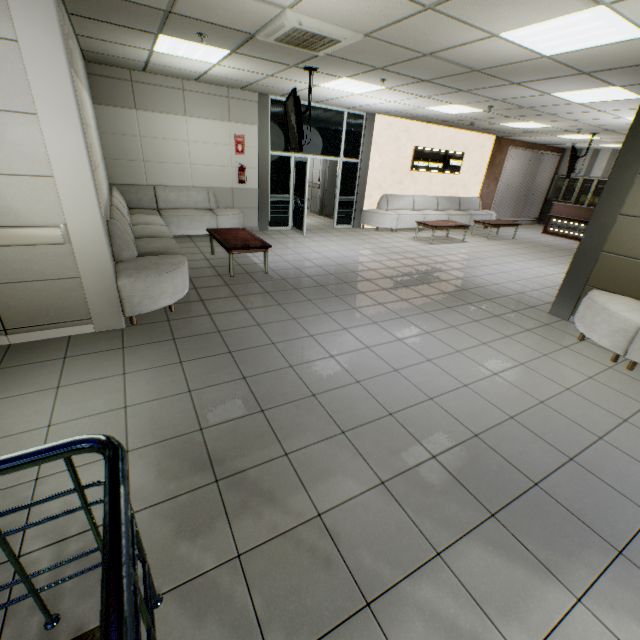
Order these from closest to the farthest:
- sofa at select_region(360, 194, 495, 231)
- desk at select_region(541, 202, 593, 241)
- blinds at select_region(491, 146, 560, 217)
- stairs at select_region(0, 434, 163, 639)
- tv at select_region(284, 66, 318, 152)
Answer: stairs at select_region(0, 434, 163, 639) → tv at select_region(284, 66, 318, 152) → sofa at select_region(360, 194, 495, 231) → desk at select_region(541, 202, 593, 241) → blinds at select_region(491, 146, 560, 217)

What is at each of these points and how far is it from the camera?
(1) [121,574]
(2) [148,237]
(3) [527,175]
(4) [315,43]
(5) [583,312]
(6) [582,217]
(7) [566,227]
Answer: (1) stairs, 0.8 meters
(2) sofa, 5.2 meters
(3) blinds, 13.9 meters
(4) air conditioning vent, 4.0 meters
(5) sofa, 4.3 meters
(6) desk, 11.6 meters
(7) sign, 12.1 meters

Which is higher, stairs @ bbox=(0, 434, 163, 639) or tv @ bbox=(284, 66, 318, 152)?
tv @ bbox=(284, 66, 318, 152)

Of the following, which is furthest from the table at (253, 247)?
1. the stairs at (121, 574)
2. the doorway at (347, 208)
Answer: the stairs at (121, 574)

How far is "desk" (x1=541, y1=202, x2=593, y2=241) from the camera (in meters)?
11.57

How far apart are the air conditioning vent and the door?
6.3m

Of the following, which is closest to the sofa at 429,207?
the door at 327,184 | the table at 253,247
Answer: the door at 327,184

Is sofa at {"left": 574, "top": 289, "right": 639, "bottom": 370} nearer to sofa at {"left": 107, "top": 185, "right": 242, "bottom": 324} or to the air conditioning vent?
the air conditioning vent
